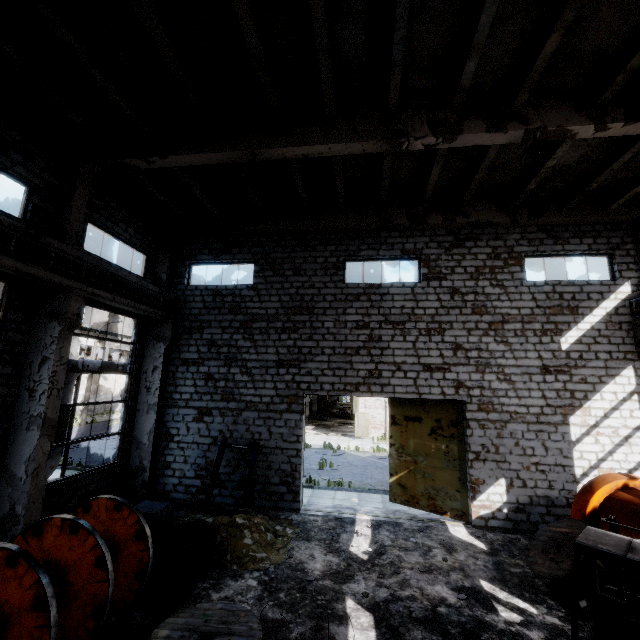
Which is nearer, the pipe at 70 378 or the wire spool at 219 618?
the wire spool at 219 618

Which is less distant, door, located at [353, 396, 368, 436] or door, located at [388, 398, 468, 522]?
door, located at [388, 398, 468, 522]

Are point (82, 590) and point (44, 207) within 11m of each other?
yes

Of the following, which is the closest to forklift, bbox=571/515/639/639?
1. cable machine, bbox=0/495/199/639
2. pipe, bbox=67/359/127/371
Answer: cable machine, bbox=0/495/199/639

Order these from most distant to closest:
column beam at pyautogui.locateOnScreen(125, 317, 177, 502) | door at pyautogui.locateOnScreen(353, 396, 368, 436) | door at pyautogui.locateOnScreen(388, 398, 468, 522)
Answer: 1. door at pyautogui.locateOnScreen(353, 396, 368, 436)
2. column beam at pyautogui.locateOnScreen(125, 317, 177, 502)
3. door at pyautogui.locateOnScreen(388, 398, 468, 522)

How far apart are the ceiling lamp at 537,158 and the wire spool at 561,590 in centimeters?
809cm

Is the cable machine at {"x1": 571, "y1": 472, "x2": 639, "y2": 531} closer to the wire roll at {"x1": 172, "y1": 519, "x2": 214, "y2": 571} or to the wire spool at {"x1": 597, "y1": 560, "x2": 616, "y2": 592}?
the wire spool at {"x1": 597, "y1": 560, "x2": 616, "y2": 592}

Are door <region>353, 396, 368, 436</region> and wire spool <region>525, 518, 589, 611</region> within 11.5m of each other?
no
